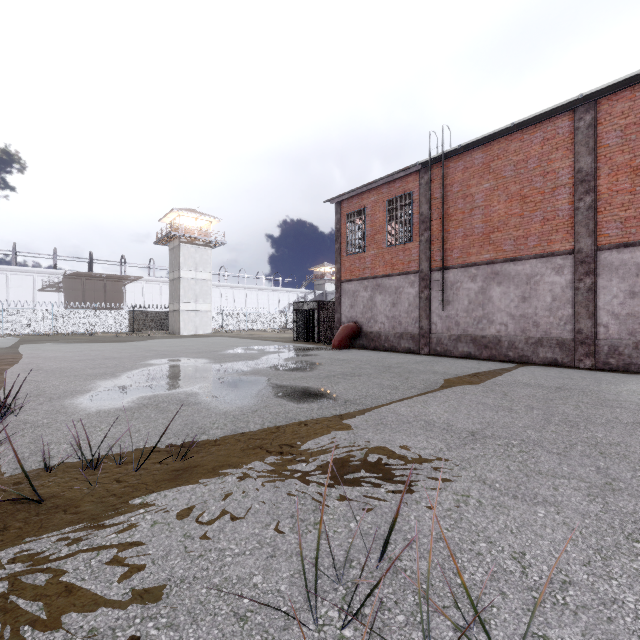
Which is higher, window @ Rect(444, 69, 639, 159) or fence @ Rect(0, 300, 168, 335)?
window @ Rect(444, 69, 639, 159)

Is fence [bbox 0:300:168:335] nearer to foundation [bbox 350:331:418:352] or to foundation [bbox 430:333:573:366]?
foundation [bbox 430:333:573:366]

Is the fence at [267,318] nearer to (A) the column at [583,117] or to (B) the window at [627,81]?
(B) the window at [627,81]

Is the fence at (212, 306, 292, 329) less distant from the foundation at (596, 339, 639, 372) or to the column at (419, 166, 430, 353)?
the foundation at (596, 339, 639, 372)

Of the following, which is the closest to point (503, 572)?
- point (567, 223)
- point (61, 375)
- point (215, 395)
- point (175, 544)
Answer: point (175, 544)

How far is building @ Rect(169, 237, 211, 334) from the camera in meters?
39.3

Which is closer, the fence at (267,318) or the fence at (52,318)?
the fence at (52,318)

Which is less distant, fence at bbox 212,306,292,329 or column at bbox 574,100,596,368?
column at bbox 574,100,596,368
